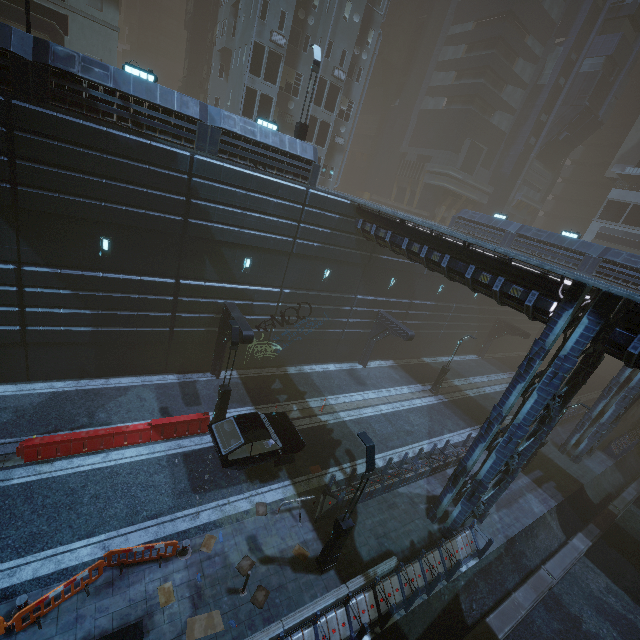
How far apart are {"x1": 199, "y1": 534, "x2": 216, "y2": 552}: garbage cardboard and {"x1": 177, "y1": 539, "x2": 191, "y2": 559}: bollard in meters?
0.2

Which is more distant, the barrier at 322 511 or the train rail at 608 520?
the barrier at 322 511

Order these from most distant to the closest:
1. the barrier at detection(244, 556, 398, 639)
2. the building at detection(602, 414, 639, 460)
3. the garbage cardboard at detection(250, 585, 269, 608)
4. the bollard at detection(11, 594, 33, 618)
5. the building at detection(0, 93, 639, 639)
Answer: the building at detection(602, 414, 639, 460), the building at detection(0, 93, 639, 639), the garbage cardboard at detection(250, 585, 269, 608), the barrier at detection(244, 556, 398, 639), the bollard at detection(11, 594, 33, 618)

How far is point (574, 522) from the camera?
18.8 meters

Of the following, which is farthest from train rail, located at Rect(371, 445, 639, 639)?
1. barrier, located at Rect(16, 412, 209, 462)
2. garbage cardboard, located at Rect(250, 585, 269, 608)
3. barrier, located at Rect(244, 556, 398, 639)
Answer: barrier, located at Rect(16, 412, 209, 462)

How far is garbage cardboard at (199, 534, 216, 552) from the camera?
11.1 meters

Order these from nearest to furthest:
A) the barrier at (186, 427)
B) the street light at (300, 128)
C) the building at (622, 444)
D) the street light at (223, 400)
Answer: the barrier at (186, 427) < the street light at (223, 400) < the street light at (300, 128) < the building at (622, 444)

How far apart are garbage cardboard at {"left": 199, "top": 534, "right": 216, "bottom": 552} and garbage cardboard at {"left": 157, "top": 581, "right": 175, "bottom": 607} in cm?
118
